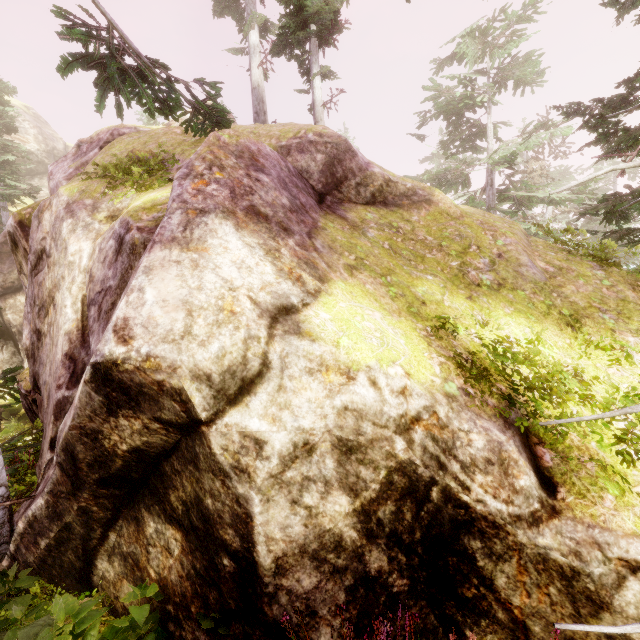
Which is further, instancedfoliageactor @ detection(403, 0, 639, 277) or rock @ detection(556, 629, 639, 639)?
instancedfoliageactor @ detection(403, 0, 639, 277)

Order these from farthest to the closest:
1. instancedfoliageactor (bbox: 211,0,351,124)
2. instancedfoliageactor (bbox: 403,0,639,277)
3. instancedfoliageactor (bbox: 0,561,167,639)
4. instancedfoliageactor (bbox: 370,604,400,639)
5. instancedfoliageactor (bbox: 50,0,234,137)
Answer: instancedfoliageactor (bbox: 211,0,351,124) < instancedfoliageactor (bbox: 403,0,639,277) < instancedfoliageactor (bbox: 50,0,234,137) < instancedfoliageactor (bbox: 0,561,167,639) < instancedfoliageactor (bbox: 370,604,400,639)

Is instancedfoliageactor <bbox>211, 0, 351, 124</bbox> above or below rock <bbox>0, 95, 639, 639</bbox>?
above

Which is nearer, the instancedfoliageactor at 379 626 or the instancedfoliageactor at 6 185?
the instancedfoliageactor at 379 626

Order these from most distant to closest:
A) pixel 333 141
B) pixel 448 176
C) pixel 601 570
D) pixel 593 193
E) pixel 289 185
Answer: pixel 448 176
pixel 593 193
pixel 333 141
pixel 289 185
pixel 601 570

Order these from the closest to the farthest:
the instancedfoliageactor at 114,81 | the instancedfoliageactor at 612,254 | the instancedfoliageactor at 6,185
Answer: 1. the instancedfoliageactor at 114,81
2. the instancedfoliageactor at 612,254
3. the instancedfoliageactor at 6,185

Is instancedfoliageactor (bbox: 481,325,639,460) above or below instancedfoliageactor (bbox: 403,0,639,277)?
below
